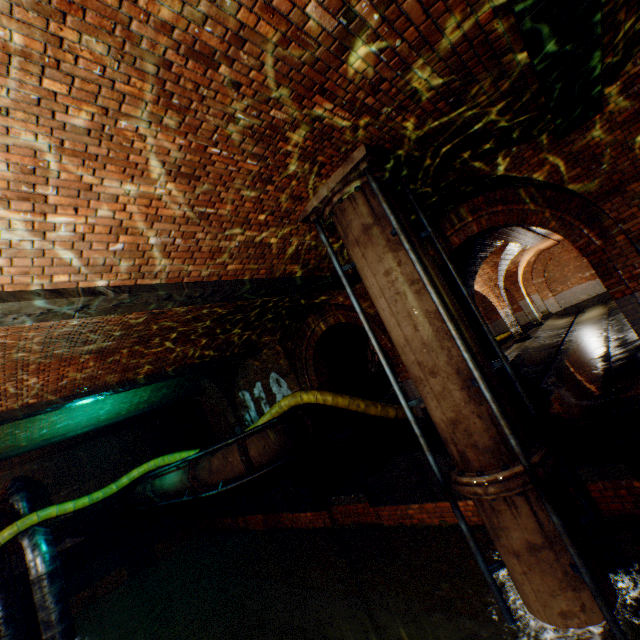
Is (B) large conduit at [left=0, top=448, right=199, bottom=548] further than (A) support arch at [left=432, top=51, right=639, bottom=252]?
Yes

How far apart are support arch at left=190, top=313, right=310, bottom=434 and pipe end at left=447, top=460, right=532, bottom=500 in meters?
6.4

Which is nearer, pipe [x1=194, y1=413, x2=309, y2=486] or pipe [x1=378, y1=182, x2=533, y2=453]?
pipe [x1=378, y1=182, x2=533, y2=453]

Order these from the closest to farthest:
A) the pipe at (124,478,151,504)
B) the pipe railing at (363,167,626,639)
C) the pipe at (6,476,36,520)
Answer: the pipe railing at (363,167,626,639), the pipe at (6,476,36,520), the pipe at (124,478,151,504)

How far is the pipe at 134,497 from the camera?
12.8m

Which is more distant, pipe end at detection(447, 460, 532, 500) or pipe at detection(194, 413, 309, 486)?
pipe at detection(194, 413, 309, 486)

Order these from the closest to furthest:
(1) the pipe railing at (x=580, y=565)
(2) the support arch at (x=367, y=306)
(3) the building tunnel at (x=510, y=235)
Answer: (1) the pipe railing at (x=580, y=565)
(2) the support arch at (x=367, y=306)
(3) the building tunnel at (x=510, y=235)

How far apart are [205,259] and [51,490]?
15.46m
